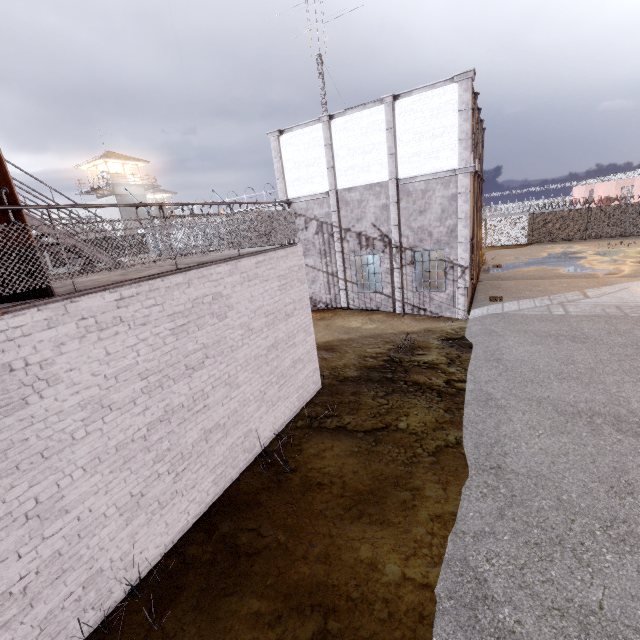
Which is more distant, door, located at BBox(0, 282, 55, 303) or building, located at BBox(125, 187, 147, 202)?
building, located at BBox(125, 187, 147, 202)

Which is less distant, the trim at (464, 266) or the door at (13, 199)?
the door at (13, 199)

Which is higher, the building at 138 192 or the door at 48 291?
the building at 138 192

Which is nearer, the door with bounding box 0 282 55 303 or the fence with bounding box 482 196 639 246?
the door with bounding box 0 282 55 303

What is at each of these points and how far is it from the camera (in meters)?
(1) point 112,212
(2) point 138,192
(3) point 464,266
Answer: (1) building, 39.97
(2) building, 41.19
(3) trim, 14.08

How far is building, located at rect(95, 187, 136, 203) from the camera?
38.8m

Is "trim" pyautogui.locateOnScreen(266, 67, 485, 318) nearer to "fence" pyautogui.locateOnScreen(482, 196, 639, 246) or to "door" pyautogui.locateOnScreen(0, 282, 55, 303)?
"fence" pyautogui.locateOnScreen(482, 196, 639, 246)

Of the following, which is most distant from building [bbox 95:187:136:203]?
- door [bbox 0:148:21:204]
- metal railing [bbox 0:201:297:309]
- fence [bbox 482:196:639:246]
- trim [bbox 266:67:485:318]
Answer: door [bbox 0:148:21:204]
